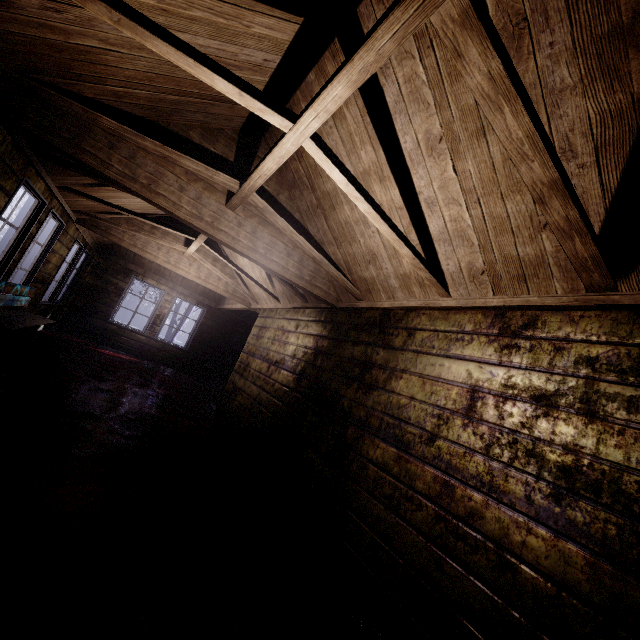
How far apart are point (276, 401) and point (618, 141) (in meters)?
3.67

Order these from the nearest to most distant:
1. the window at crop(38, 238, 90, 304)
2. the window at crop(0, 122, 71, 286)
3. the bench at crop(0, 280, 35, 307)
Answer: the window at crop(0, 122, 71, 286) → the bench at crop(0, 280, 35, 307) → the window at crop(38, 238, 90, 304)

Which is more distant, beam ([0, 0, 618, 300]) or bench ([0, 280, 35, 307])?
bench ([0, 280, 35, 307])

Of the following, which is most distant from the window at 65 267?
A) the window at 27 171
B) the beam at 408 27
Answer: the beam at 408 27

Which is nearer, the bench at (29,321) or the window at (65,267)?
the bench at (29,321)

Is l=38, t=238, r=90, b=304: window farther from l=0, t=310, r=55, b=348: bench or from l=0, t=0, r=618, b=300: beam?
l=0, t=0, r=618, b=300: beam

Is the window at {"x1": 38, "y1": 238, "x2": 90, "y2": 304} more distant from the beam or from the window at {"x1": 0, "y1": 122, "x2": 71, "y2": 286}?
the beam

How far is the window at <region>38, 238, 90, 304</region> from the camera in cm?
573
